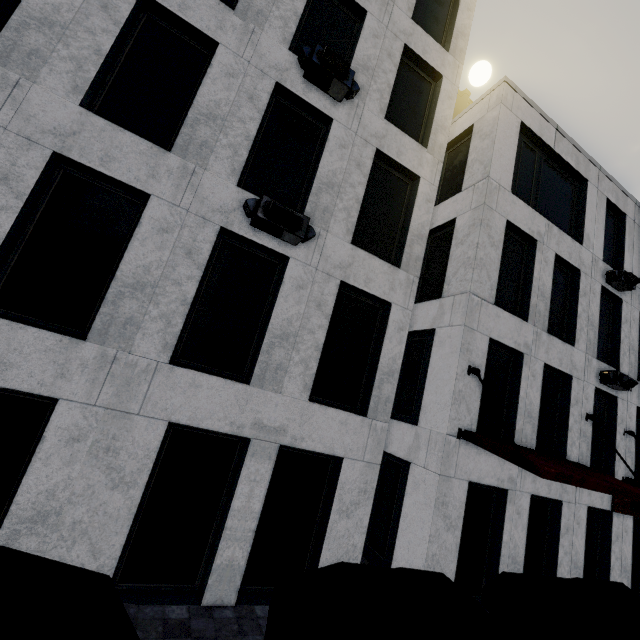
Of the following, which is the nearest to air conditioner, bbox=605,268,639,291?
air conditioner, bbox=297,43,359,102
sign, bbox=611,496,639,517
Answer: sign, bbox=611,496,639,517

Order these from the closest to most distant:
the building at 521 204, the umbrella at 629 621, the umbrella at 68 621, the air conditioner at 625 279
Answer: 1. the umbrella at 68 621
2. the umbrella at 629 621
3. the building at 521 204
4. the air conditioner at 625 279

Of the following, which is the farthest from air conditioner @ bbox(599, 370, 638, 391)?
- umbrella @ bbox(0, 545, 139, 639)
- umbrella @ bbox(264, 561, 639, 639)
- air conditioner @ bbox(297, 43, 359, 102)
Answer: umbrella @ bbox(0, 545, 139, 639)

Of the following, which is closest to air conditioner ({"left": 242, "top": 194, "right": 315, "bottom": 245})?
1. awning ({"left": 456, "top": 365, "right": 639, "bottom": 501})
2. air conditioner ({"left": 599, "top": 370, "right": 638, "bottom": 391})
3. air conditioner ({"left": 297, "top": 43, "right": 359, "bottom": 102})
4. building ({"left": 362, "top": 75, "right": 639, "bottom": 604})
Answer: air conditioner ({"left": 297, "top": 43, "right": 359, "bottom": 102})

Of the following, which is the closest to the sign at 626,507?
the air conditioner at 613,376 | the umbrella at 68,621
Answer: the air conditioner at 613,376

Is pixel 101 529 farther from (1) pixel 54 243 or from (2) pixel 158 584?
(1) pixel 54 243

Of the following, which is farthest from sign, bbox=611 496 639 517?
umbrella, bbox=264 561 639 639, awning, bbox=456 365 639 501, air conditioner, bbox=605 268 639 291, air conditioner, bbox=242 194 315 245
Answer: air conditioner, bbox=242 194 315 245

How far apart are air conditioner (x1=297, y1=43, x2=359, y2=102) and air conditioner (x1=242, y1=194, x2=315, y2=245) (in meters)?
3.47
